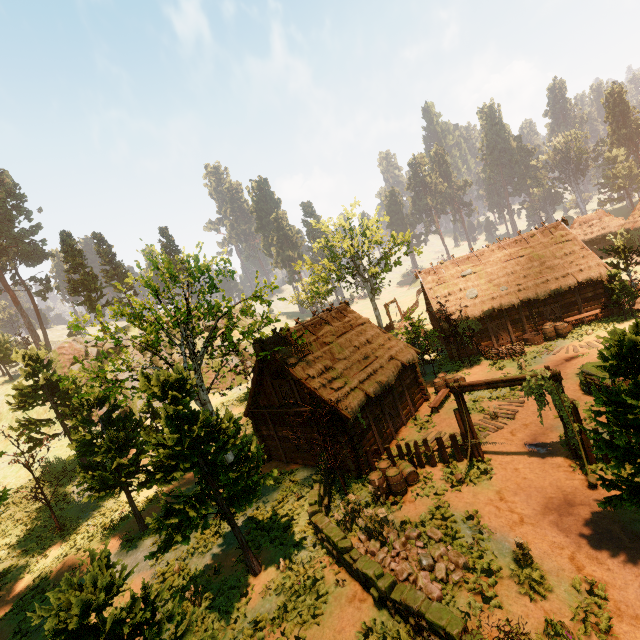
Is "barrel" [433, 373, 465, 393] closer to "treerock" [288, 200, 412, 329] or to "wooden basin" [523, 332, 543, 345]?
"treerock" [288, 200, 412, 329]

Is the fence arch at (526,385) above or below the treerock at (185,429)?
below

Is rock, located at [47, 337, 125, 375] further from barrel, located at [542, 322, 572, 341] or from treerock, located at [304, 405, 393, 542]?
barrel, located at [542, 322, 572, 341]

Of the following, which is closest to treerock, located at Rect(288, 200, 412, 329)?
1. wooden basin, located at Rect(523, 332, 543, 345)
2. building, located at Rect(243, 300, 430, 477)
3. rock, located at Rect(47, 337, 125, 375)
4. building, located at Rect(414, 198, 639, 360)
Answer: building, located at Rect(414, 198, 639, 360)

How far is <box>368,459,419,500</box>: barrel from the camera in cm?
1345

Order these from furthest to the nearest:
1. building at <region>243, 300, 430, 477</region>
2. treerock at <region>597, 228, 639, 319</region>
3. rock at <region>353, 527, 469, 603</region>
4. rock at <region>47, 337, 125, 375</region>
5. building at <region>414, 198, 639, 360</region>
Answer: rock at <region>47, 337, 125, 375</region>
building at <region>414, 198, 639, 360</region>
treerock at <region>597, 228, 639, 319</region>
building at <region>243, 300, 430, 477</region>
rock at <region>353, 527, 469, 603</region>

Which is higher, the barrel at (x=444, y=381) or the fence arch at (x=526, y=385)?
the fence arch at (x=526, y=385)

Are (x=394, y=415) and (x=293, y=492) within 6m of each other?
no
